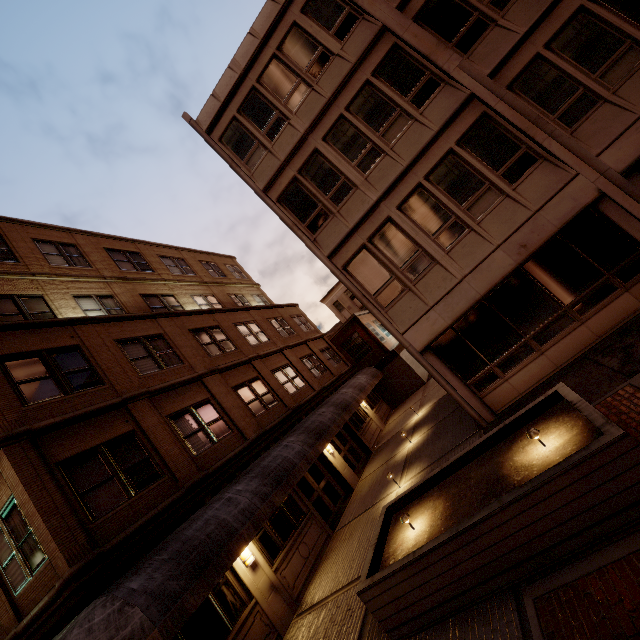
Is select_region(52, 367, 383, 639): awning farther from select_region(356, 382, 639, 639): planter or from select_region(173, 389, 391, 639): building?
select_region(356, 382, 639, 639): planter

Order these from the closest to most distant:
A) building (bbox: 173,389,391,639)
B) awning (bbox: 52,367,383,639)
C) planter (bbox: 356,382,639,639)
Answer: planter (bbox: 356,382,639,639), awning (bbox: 52,367,383,639), building (bbox: 173,389,391,639)

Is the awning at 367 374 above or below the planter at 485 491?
above

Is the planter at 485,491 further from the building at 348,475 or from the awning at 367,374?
the building at 348,475

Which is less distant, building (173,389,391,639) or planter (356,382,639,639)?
planter (356,382,639,639)

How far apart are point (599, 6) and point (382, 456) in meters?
17.5 m
